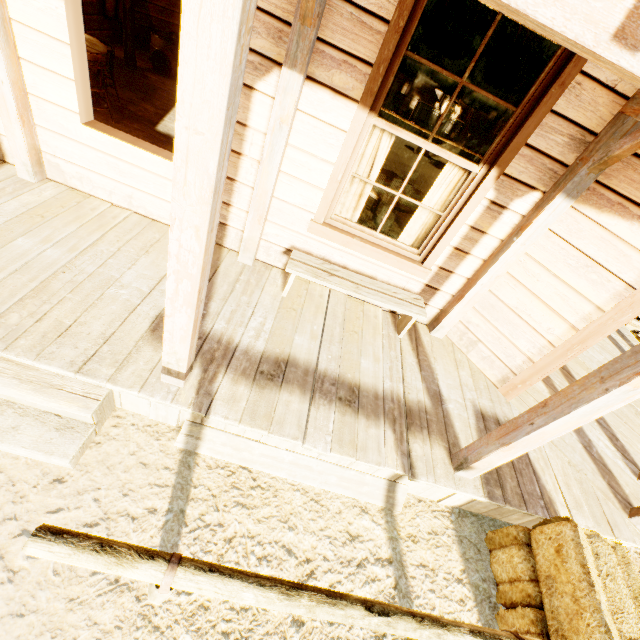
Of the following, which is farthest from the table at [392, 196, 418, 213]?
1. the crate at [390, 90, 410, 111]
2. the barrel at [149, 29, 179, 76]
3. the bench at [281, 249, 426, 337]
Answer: the crate at [390, 90, 410, 111]

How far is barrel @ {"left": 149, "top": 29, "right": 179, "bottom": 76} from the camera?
6.9 meters

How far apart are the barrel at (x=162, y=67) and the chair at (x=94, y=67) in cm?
293

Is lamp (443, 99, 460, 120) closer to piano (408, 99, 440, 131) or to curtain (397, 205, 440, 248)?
piano (408, 99, 440, 131)

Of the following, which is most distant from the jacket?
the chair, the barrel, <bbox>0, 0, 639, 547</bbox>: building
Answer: the chair

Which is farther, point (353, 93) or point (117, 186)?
point (117, 186)

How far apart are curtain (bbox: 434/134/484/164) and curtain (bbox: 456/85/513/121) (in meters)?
0.27

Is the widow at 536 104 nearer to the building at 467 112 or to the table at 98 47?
the building at 467 112
